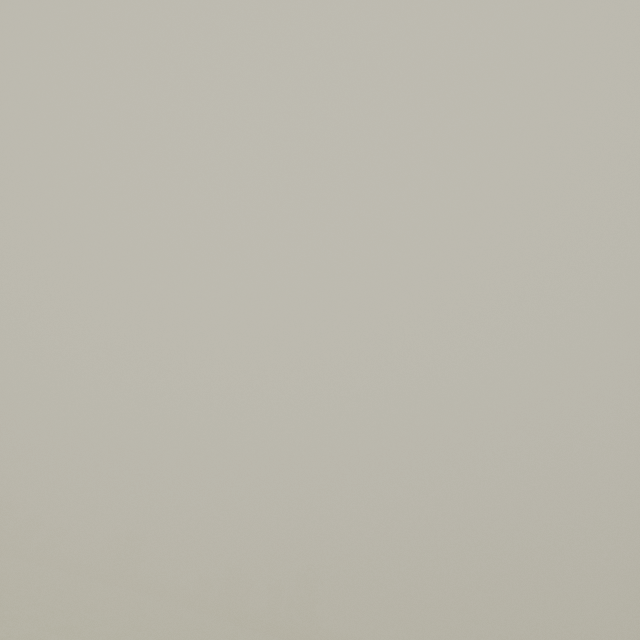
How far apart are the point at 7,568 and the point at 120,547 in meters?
20.1
